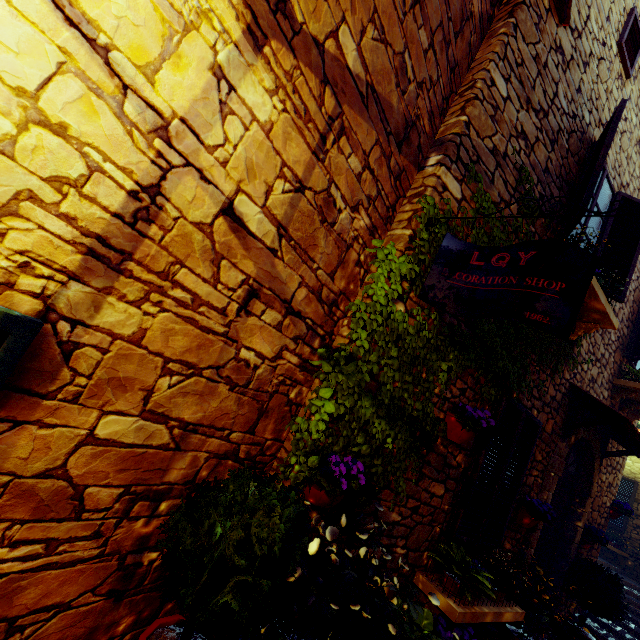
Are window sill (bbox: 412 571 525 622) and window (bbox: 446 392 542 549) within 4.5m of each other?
yes

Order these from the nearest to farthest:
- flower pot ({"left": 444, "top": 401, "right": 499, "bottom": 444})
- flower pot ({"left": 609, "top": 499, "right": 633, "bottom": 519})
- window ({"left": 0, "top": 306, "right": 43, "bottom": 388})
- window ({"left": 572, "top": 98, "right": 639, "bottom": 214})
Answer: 1. window ({"left": 0, "top": 306, "right": 43, "bottom": 388})
2. flower pot ({"left": 444, "top": 401, "right": 499, "bottom": 444})
3. window ({"left": 572, "top": 98, "right": 639, "bottom": 214})
4. flower pot ({"left": 609, "top": 499, "right": 633, "bottom": 519})

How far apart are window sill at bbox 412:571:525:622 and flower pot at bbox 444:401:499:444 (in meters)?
0.96

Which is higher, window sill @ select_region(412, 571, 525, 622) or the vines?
the vines

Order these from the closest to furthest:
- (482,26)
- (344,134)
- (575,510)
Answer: (344,134) → (482,26) → (575,510)

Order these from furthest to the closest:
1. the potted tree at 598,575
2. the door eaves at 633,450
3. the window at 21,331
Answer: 1. the potted tree at 598,575
2. the door eaves at 633,450
3. the window at 21,331

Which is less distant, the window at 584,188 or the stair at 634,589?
the window at 584,188

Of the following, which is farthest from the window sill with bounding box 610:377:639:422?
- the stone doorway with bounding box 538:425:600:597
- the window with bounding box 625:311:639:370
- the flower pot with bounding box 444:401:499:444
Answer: the flower pot with bounding box 444:401:499:444
